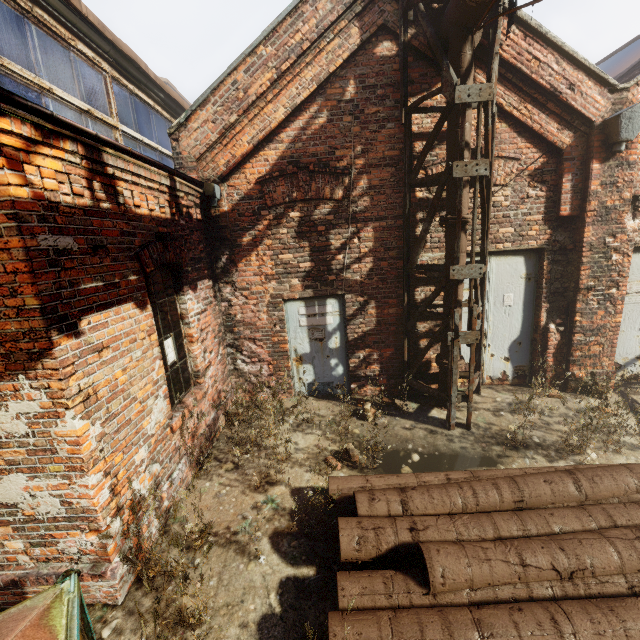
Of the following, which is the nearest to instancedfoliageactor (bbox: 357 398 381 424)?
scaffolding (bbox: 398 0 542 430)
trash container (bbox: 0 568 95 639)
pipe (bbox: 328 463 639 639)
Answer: scaffolding (bbox: 398 0 542 430)

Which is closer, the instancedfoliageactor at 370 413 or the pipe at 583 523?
the pipe at 583 523

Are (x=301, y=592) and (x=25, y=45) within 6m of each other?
no

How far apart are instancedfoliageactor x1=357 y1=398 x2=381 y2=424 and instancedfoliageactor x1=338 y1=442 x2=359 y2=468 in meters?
0.9 m

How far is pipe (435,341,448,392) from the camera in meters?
5.4

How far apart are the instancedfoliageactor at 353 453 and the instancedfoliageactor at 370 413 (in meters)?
0.86

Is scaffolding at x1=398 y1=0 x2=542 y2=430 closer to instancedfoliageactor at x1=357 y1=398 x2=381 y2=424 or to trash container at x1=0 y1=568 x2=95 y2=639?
instancedfoliageactor at x1=357 y1=398 x2=381 y2=424

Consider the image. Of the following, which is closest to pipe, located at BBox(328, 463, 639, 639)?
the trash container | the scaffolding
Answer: the trash container
